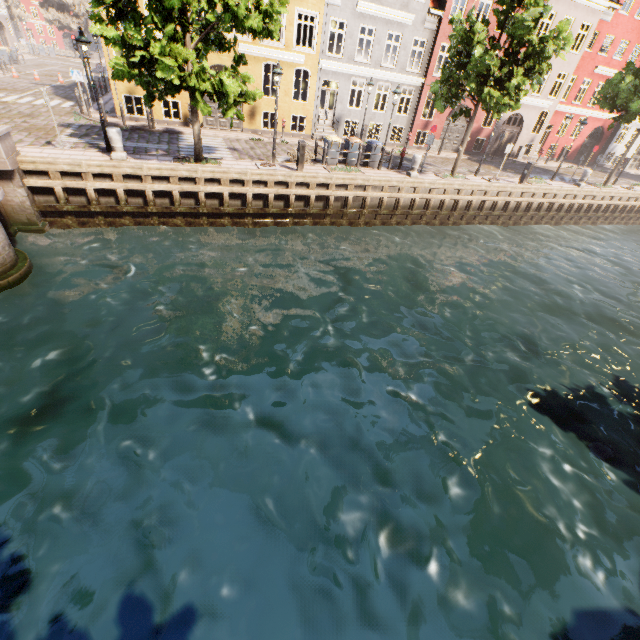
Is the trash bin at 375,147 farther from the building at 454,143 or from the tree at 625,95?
the building at 454,143

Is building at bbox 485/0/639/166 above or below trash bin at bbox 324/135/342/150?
above

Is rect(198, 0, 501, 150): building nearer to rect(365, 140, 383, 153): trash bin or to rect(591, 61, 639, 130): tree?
rect(591, 61, 639, 130): tree

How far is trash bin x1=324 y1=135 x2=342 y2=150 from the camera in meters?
16.5 m

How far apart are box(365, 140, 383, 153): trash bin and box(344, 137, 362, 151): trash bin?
0.3m

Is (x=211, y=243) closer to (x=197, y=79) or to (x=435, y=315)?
(x=197, y=79)

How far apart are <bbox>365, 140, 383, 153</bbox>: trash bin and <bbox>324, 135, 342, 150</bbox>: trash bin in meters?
1.6

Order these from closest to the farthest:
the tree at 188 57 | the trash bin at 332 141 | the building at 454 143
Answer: the tree at 188 57
the trash bin at 332 141
the building at 454 143
